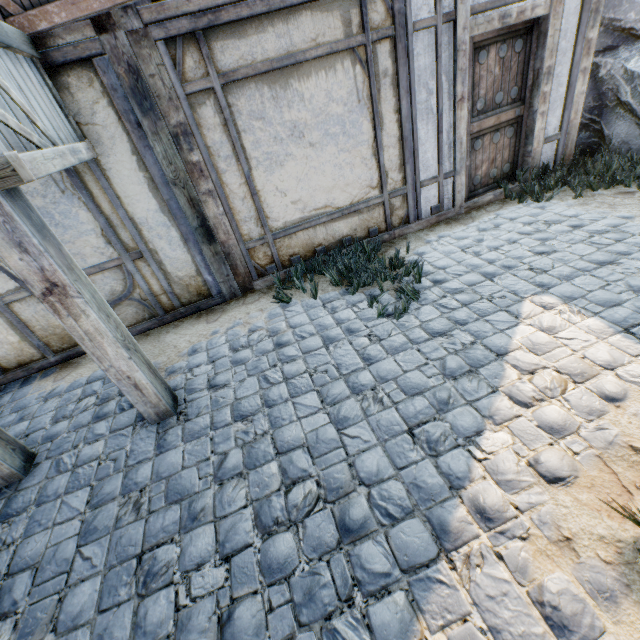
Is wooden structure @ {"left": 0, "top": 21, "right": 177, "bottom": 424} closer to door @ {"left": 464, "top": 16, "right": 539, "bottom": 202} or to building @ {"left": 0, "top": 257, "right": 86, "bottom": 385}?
building @ {"left": 0, "top": 257, "right": 86, "bottom": 385}

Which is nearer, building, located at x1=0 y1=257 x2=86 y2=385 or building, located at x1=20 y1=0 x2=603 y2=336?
building, located at x1=20 y1=0 x2=603 y2=336

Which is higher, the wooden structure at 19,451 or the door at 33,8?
the door at 33,8

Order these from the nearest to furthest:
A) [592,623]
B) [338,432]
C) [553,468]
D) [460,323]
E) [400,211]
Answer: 1. [592,623]
2. [553,468]
3. [338,432]
4. [460,323]
5. [400,211]

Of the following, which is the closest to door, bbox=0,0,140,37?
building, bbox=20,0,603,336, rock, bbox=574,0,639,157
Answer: building, bbox=20,0,603,336

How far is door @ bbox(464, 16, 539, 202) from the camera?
4.14m

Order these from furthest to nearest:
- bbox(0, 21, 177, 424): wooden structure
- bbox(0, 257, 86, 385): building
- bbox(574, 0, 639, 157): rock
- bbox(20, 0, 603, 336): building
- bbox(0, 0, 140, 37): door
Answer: bbox(574, 0, 639, 157): rock → bbox(0, 257, 86, 385): building → bbox(20, 0, 603, 336): building → bbox(0, 0, 140, 37): door → bbox(0, 21, 177, 424): wooden structure

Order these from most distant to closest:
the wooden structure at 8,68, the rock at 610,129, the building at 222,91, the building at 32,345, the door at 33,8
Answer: the rock at 610,129 → the building at 32,345 → the building at 222,91 → the door at 33,8 → the wooden structure at 8,68
